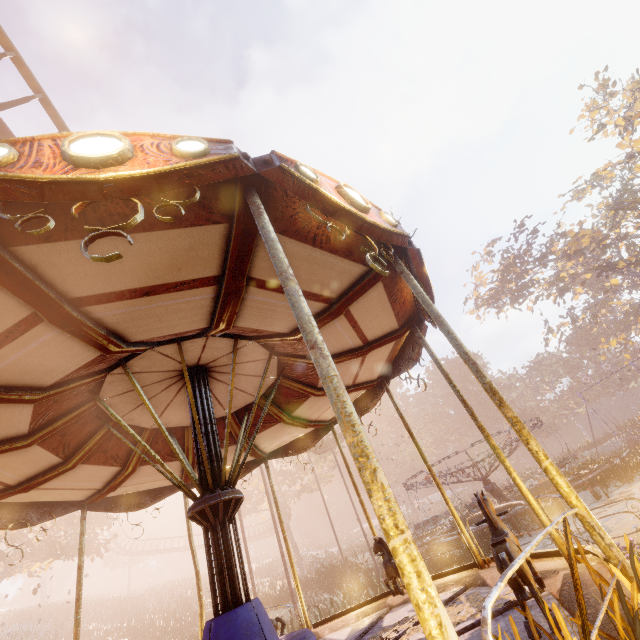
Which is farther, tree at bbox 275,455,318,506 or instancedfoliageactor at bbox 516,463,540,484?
tree at bbox 275,455,318,506

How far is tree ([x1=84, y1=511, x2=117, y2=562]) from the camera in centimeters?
2558cm

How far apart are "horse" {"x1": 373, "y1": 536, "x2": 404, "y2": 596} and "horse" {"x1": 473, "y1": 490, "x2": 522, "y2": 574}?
2.2 meters

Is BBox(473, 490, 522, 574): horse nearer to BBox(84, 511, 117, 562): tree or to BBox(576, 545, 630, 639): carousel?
BBox(576, 545, 630, 639): carousel

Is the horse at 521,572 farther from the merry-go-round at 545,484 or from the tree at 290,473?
the tree at 290,473

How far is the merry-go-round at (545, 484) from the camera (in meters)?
16.62

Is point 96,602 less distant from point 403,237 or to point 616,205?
Result: point 403,237
